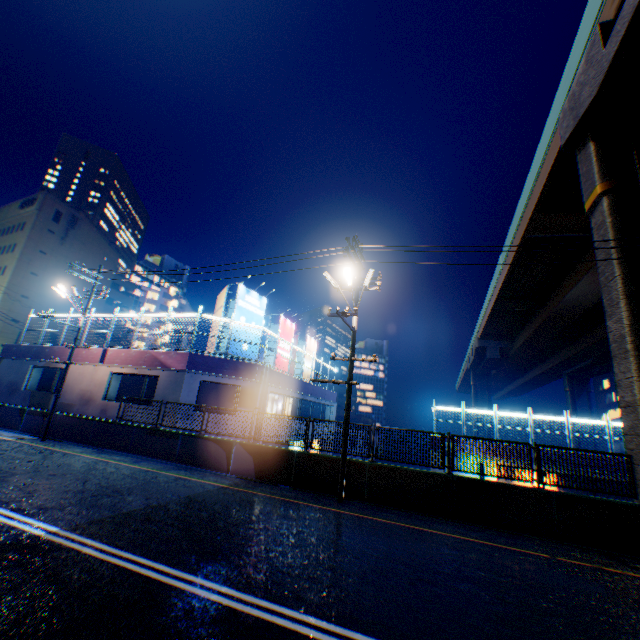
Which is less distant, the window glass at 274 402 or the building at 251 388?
the building at 251 388

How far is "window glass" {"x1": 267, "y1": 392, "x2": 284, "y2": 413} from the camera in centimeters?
2105cm

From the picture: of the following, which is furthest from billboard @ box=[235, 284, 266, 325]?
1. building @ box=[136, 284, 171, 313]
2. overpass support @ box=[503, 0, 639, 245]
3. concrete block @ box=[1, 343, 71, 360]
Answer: building @ box=[136, 284, 171, 313]

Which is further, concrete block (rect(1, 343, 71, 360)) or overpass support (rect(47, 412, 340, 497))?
concrete block (rect(1, 343, 71, 360))

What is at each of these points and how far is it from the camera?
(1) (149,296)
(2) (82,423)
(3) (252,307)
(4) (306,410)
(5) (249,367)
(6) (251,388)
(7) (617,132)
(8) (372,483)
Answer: (1) building, 55.2 meters
(2) overpass support, 16.5 meters
(3) billboard, 20.7 meters
(4) building, 27.0 meters
(5) concrete block, 18.4 meters
(6) building, 18.1 meters
(7) overpass support, 11.3 meters
(8) overpass support, 11.2 meters

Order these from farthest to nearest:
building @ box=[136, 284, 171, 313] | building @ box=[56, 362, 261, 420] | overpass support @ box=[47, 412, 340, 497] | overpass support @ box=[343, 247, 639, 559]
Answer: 1. building @ box=[136, 284, 171, 313]
2. building @ box=[56, 362, 261, 420]
3. overpass support @ box=[47, 412, 340, 497]
4. overpass support @ box=[343, 247, 639, 559]

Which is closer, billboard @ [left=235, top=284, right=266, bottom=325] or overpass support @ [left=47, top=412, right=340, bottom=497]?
overpass support @ [left=47, top=412, right=340, bottom=497]

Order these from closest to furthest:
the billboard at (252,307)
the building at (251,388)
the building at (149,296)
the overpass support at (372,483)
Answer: the overpass support at (372,483), the building at (251,388), the billboard at (252,307), the building at (149,296)
